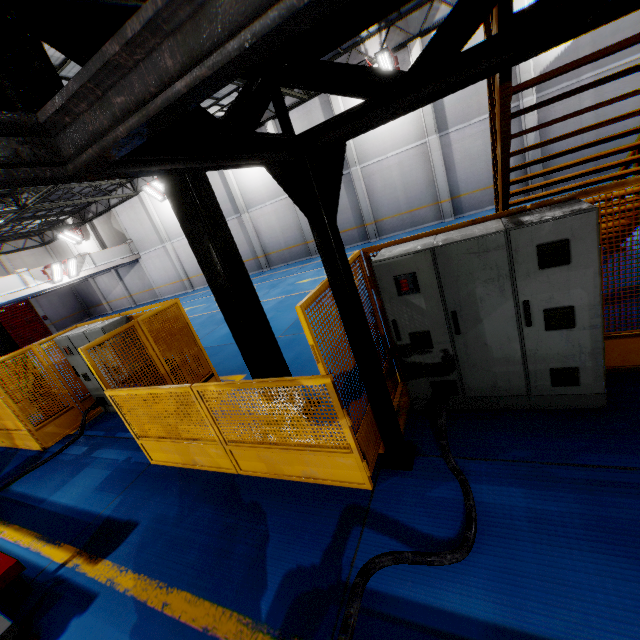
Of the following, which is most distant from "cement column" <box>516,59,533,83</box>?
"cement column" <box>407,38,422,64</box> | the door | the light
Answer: the door

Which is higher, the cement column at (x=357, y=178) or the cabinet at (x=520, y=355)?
the cement column at (x=357, y=178)

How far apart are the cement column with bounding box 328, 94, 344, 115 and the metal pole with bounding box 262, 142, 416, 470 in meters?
15.9

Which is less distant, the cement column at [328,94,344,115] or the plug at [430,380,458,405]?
the plug at [430,380,458,405]

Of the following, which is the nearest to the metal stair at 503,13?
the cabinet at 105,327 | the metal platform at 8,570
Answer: the metal platform at 8,570

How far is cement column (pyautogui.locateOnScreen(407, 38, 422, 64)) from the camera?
14.1 meters

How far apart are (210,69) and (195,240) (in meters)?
3.66

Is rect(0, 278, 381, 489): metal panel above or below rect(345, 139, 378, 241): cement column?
below
